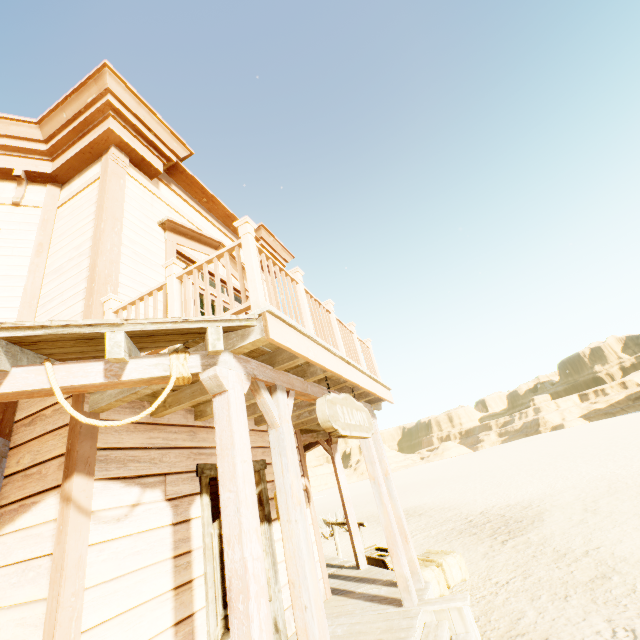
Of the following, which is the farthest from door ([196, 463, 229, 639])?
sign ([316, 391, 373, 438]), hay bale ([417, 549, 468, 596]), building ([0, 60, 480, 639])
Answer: hay bale ([417, 549, 468, 596])

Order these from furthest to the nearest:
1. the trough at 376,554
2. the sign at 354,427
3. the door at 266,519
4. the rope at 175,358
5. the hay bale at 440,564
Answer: the trough at 376,554
the hay bale at 440,564
the door at 266,519
the sign at 354,427
the rope at 175,358

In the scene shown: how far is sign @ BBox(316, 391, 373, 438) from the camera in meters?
3.4 m

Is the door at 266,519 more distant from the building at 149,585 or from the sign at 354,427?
the sign at 354,427

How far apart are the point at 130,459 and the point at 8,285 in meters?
2.9 m

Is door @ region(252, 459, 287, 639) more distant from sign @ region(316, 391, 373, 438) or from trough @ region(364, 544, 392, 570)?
trough @ region(364, 544, 392, 570)

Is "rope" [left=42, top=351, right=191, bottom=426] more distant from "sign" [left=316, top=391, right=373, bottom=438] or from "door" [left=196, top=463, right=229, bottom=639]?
"door" [left=196, top=463, right=229, bottom=639]

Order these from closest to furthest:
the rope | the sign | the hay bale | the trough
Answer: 1. the rope
2. the sign
3. the hay bale
4. the trough
